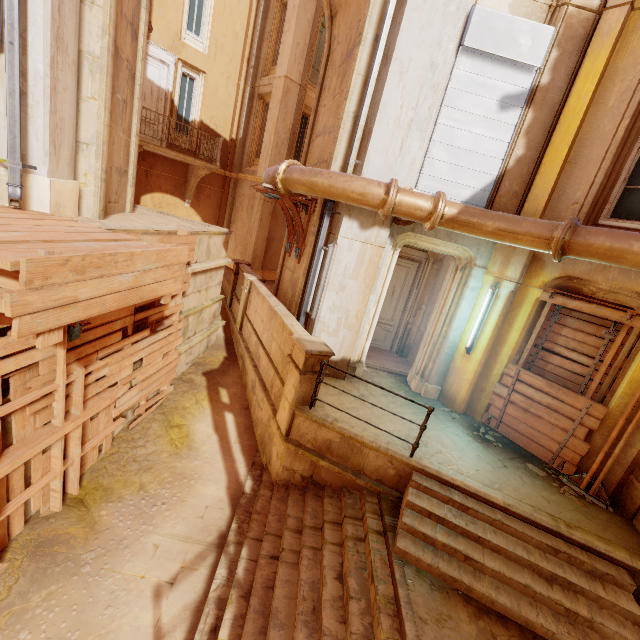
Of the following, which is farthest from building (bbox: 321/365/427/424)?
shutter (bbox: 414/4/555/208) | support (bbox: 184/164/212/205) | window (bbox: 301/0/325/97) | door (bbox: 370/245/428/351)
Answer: window (bbox: 301/0/325/97)

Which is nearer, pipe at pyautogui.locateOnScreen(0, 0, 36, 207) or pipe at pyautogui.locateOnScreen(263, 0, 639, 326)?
pipe at pyautogui.locateOnScreen(0, 0, 36, 207)

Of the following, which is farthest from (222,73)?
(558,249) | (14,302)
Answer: (14,302)

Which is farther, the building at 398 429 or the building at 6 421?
the building at 398 429

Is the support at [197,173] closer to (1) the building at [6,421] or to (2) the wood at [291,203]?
(1) the building at [6,421]

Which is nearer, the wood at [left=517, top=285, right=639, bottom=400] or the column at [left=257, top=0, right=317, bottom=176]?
the wood at [left=517, top=285, right=639, bottom=400]

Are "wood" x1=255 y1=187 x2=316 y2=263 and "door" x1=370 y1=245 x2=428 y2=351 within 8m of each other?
yes

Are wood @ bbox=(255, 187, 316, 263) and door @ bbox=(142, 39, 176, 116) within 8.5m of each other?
no
